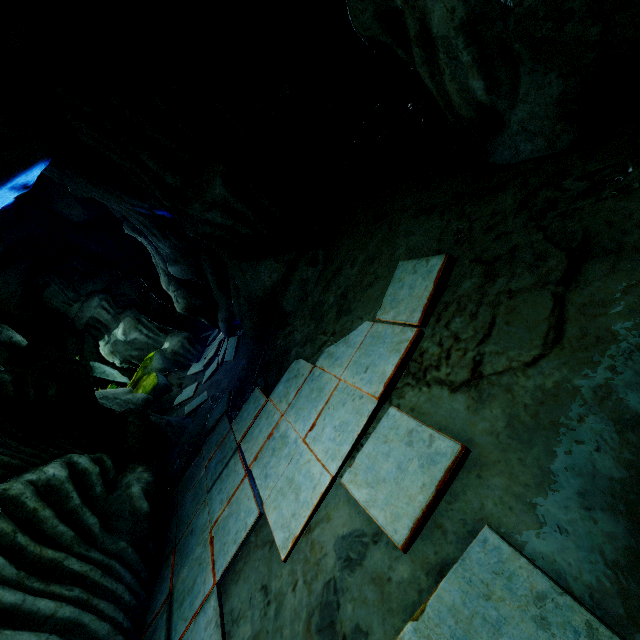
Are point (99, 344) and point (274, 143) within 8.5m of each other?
no
